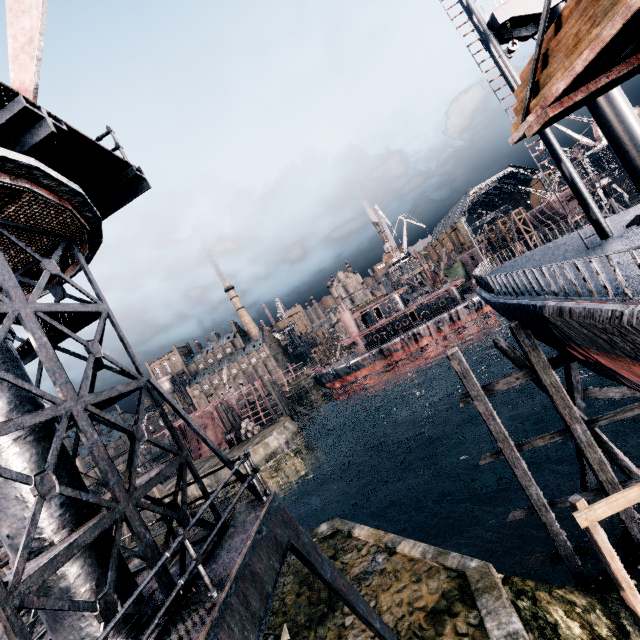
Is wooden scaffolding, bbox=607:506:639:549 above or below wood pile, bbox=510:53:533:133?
below

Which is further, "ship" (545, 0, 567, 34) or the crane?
"ship" (545, 0, 567, 34)

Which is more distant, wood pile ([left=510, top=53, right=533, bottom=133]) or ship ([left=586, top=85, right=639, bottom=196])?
ship ([left=586, top=85, right=639, bottom=196])

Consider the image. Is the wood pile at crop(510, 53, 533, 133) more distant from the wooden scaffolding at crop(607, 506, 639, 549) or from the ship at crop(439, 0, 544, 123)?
the wooden scaffolding at crop(607, 506, 639, 549)

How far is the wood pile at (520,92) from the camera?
Result: 7.02m

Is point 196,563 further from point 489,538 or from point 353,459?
point 353,459

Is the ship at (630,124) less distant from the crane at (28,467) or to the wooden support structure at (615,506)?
the wooden support structure at (615,506)

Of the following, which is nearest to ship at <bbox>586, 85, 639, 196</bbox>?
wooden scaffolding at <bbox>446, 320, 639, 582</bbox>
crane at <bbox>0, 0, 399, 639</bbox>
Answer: wooden scaffolding at <bbox>446, 320, 639, 582</bbox>
